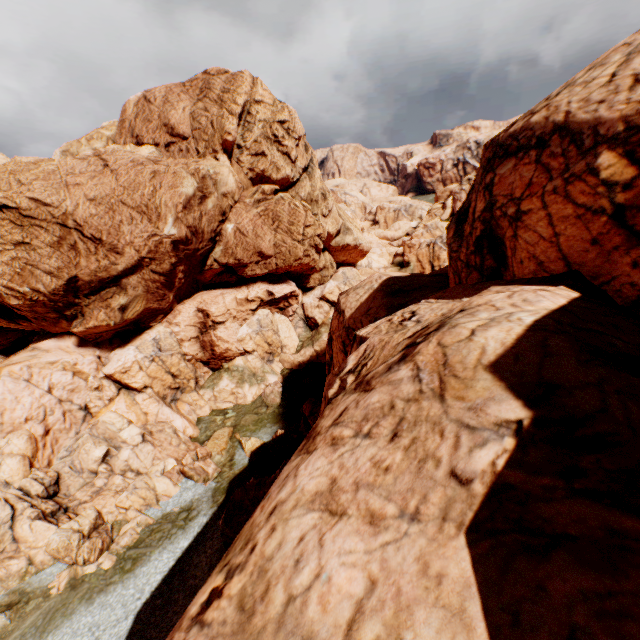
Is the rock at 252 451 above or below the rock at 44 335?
below

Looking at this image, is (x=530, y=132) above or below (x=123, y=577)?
above

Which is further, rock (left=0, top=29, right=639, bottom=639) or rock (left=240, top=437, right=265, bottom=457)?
rock (left=240, top=437, right=265, bottom=457)

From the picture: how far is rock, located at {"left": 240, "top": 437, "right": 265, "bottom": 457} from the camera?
27.1 meters

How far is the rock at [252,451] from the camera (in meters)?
27.14

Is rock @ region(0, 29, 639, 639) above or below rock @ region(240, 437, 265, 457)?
above
